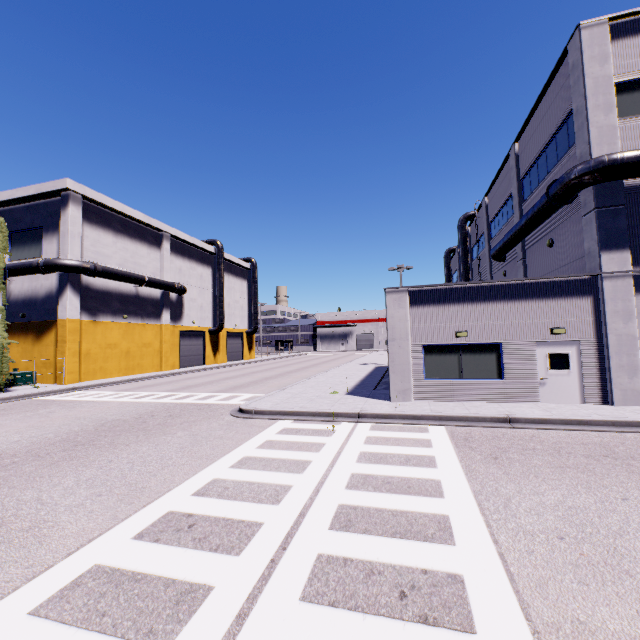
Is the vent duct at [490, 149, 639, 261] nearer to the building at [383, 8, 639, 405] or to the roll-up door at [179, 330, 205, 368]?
the building at [383, 8, 639, 405]

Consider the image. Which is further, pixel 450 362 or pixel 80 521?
pixel 450 362

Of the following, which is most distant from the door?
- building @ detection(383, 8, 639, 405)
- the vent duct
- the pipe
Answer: the pipe

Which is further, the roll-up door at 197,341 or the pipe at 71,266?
the roll-up door at 197,341

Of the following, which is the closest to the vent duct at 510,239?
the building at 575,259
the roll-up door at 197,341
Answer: the building at 575,259

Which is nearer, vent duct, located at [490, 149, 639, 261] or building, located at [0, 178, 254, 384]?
vent duct, located at [490, 149, 639, 261]

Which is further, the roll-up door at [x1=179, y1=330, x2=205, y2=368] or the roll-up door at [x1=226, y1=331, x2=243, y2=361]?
the roll-up door at [x1=226, y1=331, x2=243, y2=361]

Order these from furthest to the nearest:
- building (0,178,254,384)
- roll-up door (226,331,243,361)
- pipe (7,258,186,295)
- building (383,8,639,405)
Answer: roll-up door (226,331,243,361)
building (0,178,254,384)
pipe (7,258,186,295)
building (383,8,639,405)
